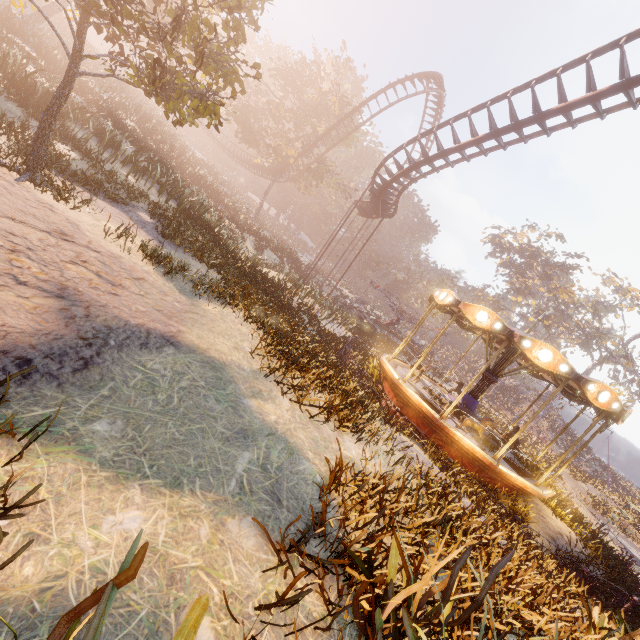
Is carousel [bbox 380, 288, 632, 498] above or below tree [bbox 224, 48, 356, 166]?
below

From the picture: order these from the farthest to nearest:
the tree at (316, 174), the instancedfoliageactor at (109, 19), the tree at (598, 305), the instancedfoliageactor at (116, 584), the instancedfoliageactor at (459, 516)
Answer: the tree at (598, 305)
the tree at (316, 174)
the instancedfoliageactor at (109, 19)
the instancedfoliageactor at (459, 516)
the instancedfoliageactor at (116, 584)

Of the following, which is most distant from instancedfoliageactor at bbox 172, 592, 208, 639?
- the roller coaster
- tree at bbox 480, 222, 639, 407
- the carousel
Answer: tree at bbox 480, 222, 639, 407

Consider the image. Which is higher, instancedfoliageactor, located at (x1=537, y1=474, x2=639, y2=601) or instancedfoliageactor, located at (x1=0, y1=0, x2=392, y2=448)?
instancedfoliageactor, located at (x1=0, y1=0, x2=392, y2=448)

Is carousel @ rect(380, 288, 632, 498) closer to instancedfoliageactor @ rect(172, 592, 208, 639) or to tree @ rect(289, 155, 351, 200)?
instancedfoliageactor @ rect(172, 592, 208, 639)

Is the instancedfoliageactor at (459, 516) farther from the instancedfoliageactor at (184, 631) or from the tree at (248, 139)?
the tree at (248, 139)

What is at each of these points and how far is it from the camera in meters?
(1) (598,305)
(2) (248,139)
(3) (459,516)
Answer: (1) tree, 49.3 m
(2) tree, 36.9 m
(3) instancedfoliageactor, 4.8 m

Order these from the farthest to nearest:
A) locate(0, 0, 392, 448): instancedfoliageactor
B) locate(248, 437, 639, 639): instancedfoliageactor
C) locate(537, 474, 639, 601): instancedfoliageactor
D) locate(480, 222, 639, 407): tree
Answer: locate(480, 222, 639, 407): tree
locate(537, 474, 639, 601): instancedfoliageactor
locate(0, 0, 392, 448): instancedfoliageactor
locate(248, 437, 639, 639): instancedfoliageactor
